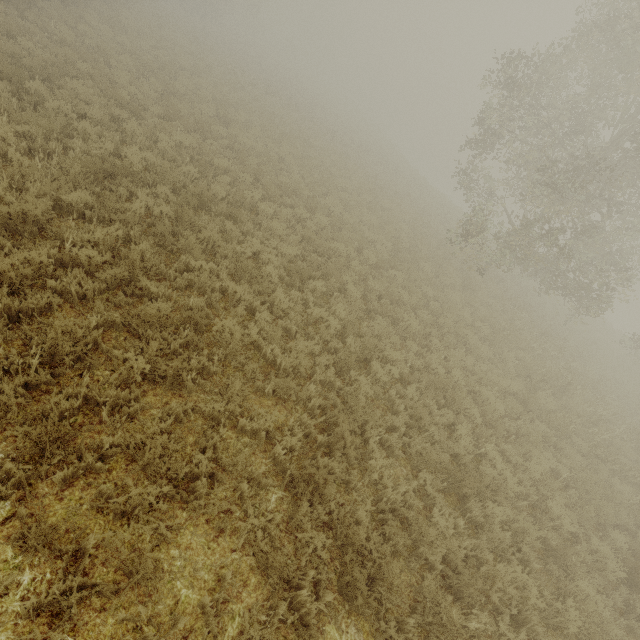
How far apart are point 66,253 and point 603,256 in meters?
19.7
